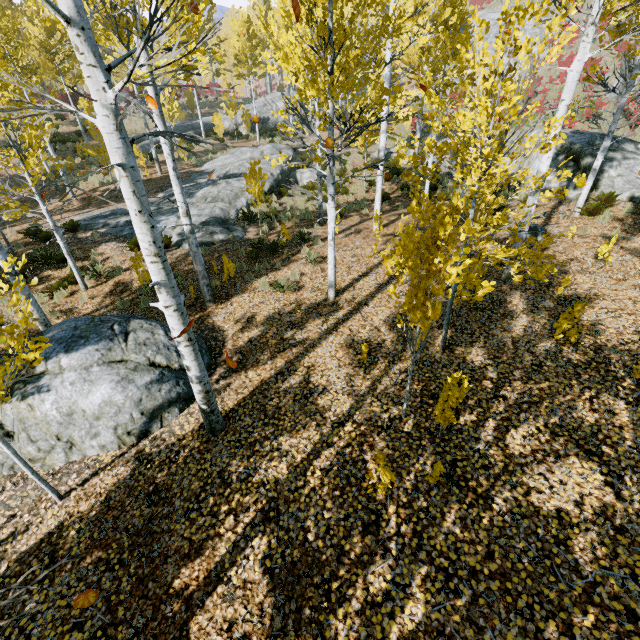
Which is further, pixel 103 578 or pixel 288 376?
pixel 288 376

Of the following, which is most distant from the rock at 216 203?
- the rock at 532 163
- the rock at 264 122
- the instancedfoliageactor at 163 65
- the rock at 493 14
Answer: the rock at 493 14

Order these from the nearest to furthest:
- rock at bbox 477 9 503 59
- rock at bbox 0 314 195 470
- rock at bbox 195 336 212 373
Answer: rock at bbox 0 314 195 470 < rock at bbox 195 336 212 373 < rock at bbox 477 9 503 59

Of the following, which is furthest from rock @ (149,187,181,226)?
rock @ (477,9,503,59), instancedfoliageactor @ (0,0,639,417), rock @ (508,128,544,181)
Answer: rock @ (477,9,503,59)

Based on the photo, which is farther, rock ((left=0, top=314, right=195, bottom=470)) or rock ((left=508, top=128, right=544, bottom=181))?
rock ((left=508, top=128, right=544, bottom=181))

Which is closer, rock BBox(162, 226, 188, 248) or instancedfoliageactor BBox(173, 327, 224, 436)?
instancedfoliageactor BBox(173, 327, 224, 436)

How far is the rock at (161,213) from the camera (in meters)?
13.92

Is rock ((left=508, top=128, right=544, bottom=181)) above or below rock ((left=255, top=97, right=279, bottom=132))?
below
